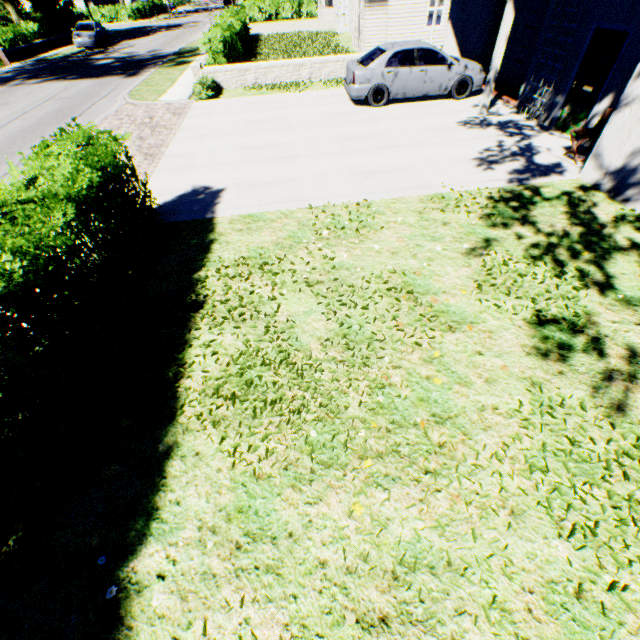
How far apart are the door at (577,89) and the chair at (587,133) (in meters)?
0.83

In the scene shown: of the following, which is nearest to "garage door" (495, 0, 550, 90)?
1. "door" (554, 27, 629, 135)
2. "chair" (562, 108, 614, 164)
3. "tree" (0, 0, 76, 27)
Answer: "door" (554, 27, 629, 135)

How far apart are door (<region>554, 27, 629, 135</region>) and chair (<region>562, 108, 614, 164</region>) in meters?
0.8 m

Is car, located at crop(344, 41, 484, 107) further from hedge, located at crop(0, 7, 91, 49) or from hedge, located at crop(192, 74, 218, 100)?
hedge, located at crop(0, 7, 91, 49)

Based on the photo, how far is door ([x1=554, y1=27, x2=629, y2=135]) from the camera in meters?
7.3

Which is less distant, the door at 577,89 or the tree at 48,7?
the door at 577,89

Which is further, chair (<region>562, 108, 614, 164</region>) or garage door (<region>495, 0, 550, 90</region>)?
garage door (<region>495, 0, 550, 90</region>)

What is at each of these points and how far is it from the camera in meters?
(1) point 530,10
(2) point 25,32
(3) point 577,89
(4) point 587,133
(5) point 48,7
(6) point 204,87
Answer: (1) garage door, 11.1 m
(2) hedge, 26.9 m
(3) door, 8.3 m
(4) chair, 7.4 m
(5) tree, 33.9 m
(6) hedge, 13.3 m
